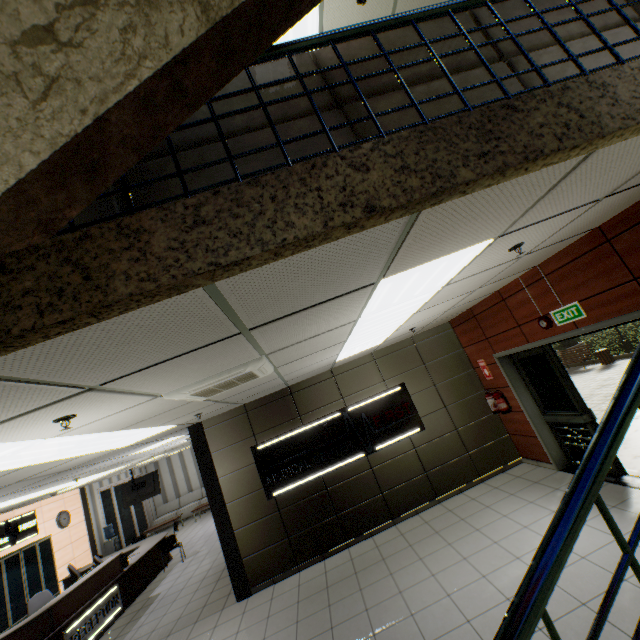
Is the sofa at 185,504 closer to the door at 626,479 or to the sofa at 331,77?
the door at 626,479

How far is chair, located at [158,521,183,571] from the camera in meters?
9.5

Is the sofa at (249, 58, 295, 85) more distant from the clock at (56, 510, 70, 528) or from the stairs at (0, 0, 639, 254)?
the clock at (56, 510, 70, 528)

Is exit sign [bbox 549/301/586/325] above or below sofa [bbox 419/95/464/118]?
below

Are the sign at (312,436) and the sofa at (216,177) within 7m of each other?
yes

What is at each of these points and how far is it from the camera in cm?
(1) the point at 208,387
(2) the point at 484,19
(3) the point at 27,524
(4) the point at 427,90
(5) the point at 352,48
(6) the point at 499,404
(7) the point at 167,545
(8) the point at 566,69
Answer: (1) air conditioning vent, 320
(2) sofa, 200
(3) sign, 977
(4) sofa, 180
(5) sofa, 189
(6) fire extinguisher, 644
(7) chair, 955
(8) sofa, 188

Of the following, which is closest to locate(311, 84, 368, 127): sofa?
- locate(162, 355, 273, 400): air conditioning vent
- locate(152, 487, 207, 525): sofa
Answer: locate(162, 355, 273, 400): air conditioning vent

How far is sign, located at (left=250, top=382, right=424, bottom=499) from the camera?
6.43m
